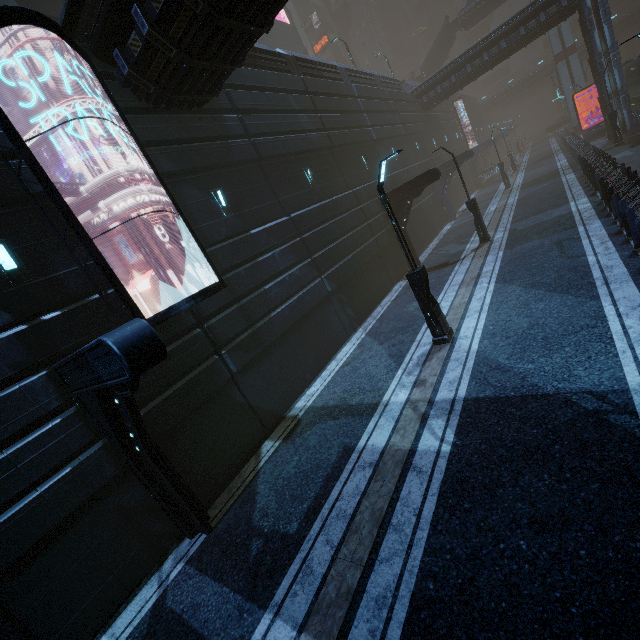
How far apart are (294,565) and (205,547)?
2.6 meters

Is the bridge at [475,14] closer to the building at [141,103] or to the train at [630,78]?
the building at [141,103]

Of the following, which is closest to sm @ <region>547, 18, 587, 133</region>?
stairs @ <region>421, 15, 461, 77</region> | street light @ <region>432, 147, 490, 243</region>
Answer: stairs @ <region>421, 15, 461, 77</region>

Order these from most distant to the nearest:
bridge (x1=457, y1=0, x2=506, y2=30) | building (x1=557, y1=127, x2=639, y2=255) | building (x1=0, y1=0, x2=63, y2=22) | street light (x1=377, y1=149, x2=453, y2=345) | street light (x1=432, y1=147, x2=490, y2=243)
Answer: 1. bridge (x1=457, y1=0, x2=506, y2=30)
2. street light (x1=432, y1=147, x2=490, y2=243)
3. building (x1=0, y1=0, x2=63, y2=22)
4. building (x1=557, y1=127, x2=639, y2=255)
5. street light (x1=377, y1=149, x2=453, y2=345)

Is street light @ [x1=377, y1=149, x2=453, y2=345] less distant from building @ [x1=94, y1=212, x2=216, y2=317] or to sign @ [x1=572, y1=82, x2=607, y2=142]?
building @ [x1=94, y1=212, x2=216, y2=317]

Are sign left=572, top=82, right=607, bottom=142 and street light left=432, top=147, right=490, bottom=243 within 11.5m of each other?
no

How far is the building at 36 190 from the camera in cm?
686

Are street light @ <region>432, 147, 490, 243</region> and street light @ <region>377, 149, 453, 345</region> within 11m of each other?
yes
